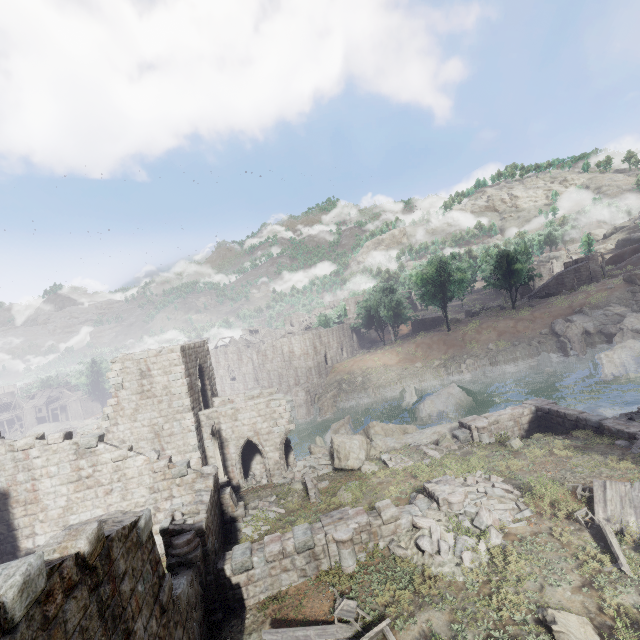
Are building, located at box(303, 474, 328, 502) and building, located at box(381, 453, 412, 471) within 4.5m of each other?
yes

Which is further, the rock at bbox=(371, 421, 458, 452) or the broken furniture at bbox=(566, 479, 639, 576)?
the rock at bbox=(371, 421, 458, 452)

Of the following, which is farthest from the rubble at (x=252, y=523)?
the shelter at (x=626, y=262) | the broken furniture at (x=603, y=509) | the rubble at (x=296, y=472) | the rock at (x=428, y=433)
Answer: the shelter at (x=626, y=262)

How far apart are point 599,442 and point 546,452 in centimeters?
236cm

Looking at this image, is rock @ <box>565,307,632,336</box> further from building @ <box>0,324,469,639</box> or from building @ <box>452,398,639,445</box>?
building @ <box>452,398,639,445</box>

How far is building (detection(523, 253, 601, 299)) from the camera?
51.9 meters

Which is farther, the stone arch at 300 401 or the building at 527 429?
the stone arch at 300 401

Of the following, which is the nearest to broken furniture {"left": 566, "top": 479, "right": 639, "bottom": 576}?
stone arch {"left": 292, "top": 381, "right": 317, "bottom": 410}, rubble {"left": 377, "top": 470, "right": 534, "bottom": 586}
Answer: rubble {"left": 377, "top": 470, "right": 534, "bottom": 586}
